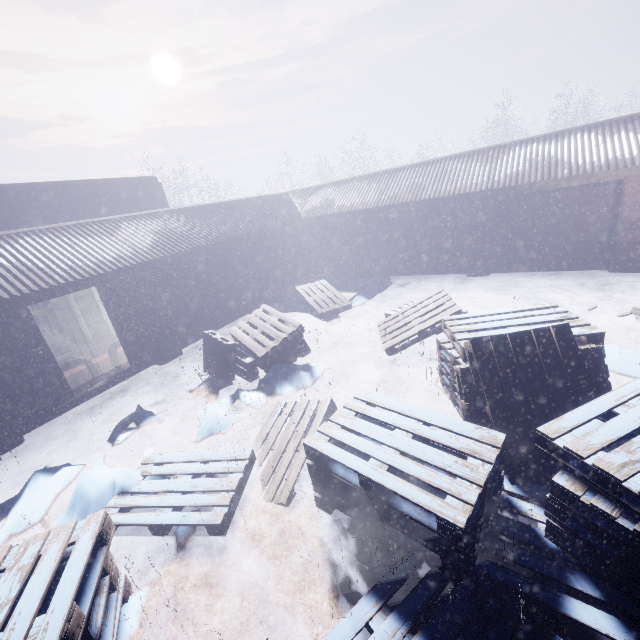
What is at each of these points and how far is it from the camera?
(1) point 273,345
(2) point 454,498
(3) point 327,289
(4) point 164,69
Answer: (1) instancedfoliageactor, 5.8m
(2) instancedfoliageactor, 2.3m
(3) instancedfoliageactor, 9.4m
(4) sun, 55.3m

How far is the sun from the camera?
54.5m

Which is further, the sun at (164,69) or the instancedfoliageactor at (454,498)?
the sun at (164,69)

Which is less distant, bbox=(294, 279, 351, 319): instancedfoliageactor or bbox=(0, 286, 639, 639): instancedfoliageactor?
bbox=(0, 286, 639, 639): instancedfoliageactor

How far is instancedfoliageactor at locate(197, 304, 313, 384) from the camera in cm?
590

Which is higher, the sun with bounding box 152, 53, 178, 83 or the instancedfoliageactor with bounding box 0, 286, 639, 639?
the sun with bounding box 152, 53, 178, 83

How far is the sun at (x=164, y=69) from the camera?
54.53m
